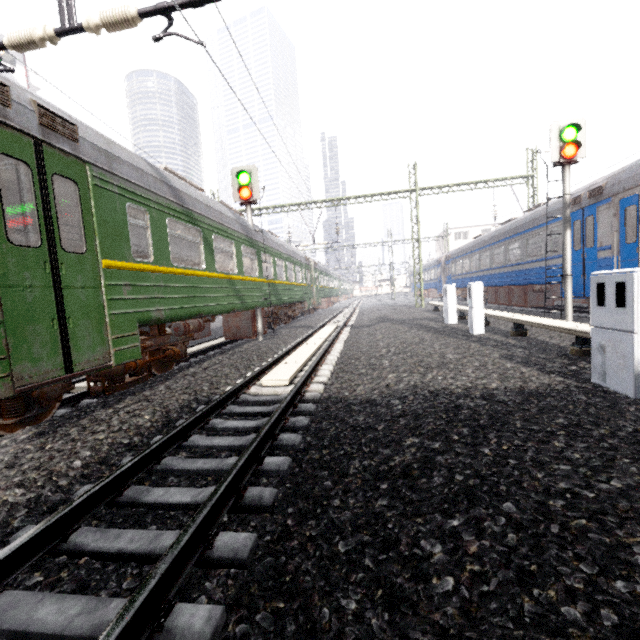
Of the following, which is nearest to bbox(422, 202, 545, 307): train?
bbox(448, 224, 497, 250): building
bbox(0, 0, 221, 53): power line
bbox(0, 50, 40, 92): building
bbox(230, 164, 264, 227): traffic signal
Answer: bbox(448, 224, 497, 250): building

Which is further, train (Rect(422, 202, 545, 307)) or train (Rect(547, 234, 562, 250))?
train (Rect(422, 202, 545, 307))

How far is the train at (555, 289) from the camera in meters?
12.1 m

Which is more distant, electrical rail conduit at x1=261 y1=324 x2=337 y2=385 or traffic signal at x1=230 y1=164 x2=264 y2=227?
traffic signal at x1=230 y1=164 x2=264 y2=227

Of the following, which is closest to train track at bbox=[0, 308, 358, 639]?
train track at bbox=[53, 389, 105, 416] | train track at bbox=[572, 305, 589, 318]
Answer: train track at bbox=[53, 389, 105, 416]

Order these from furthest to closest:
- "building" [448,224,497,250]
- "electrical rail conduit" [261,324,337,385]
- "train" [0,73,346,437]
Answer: "building" [448,224,497,250]
"electrical rail conduit" [261,324,337,385]
"train" [0,73,346,437]

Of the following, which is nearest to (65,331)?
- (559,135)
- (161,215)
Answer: (161,215)

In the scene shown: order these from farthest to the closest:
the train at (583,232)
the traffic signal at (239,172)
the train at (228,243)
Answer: the traffic signal at (239,172)
the train at (583,232)
the train at (228,243)
